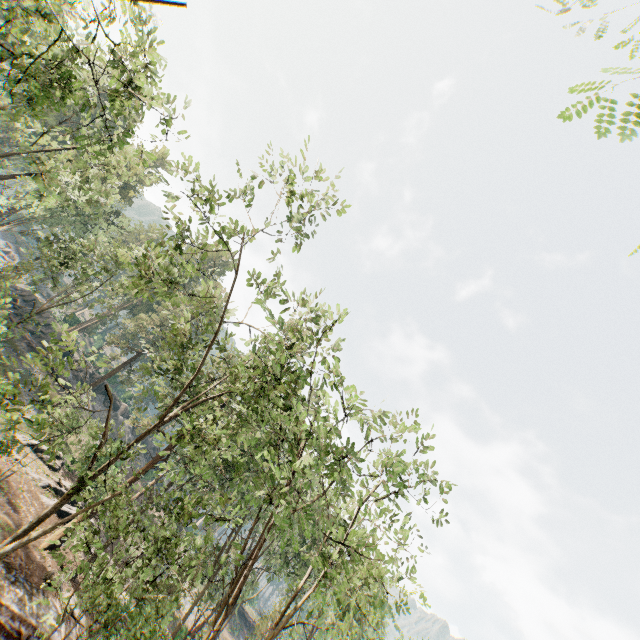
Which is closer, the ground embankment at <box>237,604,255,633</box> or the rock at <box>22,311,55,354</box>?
the rock at <box>22,311,55,354</box>

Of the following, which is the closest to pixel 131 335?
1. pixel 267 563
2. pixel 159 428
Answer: pixel 159 428

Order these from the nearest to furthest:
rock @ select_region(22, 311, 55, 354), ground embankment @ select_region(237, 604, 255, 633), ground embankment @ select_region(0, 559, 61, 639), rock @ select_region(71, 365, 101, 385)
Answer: ground embankment @ select_region(0, 559, 61, 639)
rock @ select_region(22, 311, 55, 354)
rock @ select_region(71, 365, 101, 385)
ground embankment @ select_region(237, 604, 255, 633)

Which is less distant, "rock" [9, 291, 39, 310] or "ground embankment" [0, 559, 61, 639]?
"ground embankment" [0, 559, 61, 639]

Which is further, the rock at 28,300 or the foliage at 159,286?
the rock at 28,300

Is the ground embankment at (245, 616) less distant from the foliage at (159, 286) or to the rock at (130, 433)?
the foliage at (159, 286)

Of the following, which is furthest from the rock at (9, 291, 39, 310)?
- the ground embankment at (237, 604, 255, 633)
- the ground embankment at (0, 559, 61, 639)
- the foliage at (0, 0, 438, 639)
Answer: the ground embankment at (0, 559, 61, 639)

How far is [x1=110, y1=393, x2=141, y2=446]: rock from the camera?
48.8m
